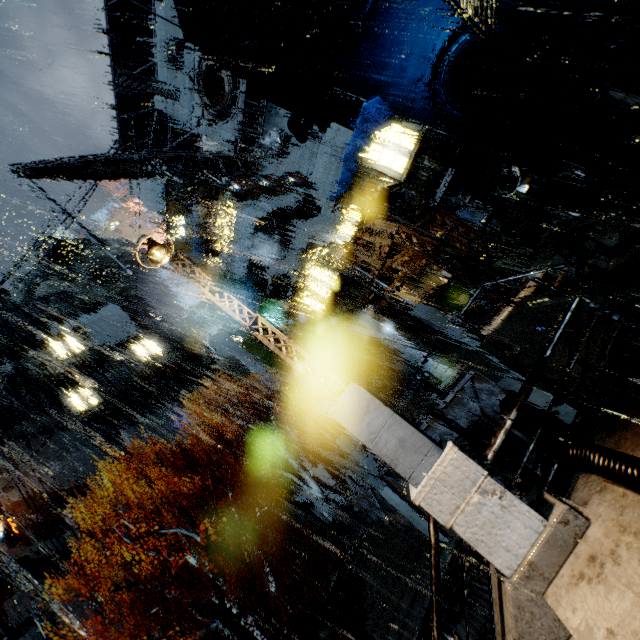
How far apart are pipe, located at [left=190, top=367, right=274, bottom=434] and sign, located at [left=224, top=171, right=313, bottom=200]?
25.44m

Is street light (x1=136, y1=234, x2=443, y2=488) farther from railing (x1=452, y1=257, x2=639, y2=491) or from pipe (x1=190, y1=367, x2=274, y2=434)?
pipe (x1=190, y1=367, x2=274, y2=434)

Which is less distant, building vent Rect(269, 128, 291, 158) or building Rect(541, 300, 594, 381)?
building Rect(541, 300, 594, 381)

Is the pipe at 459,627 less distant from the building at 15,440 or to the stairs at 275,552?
the stairs at 275,552

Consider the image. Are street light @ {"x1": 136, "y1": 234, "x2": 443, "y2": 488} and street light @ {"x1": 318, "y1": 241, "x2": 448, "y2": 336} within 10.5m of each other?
yes

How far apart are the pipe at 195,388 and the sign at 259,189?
25.44m

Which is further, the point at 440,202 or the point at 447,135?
the point at 440,202

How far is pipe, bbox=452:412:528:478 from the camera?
11.6m
